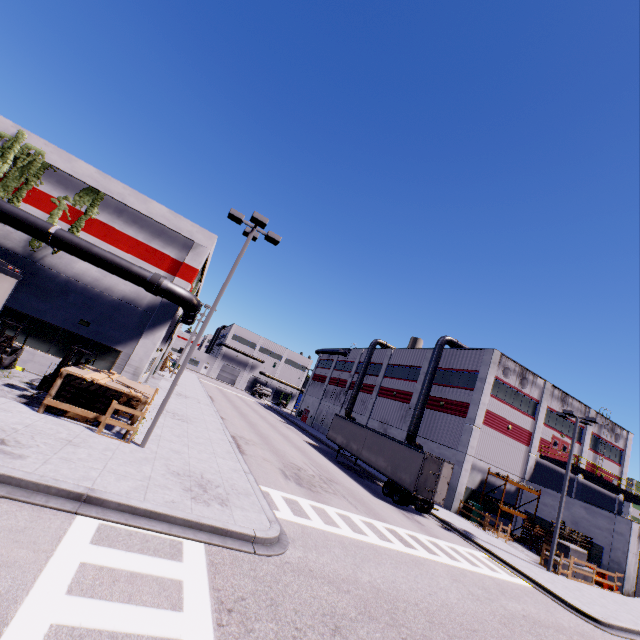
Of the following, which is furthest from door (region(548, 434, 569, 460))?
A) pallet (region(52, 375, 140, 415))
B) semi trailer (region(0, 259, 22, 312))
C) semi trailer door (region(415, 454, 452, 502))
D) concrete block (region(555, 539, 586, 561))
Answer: pallet (region(52, 375, 140, 415))

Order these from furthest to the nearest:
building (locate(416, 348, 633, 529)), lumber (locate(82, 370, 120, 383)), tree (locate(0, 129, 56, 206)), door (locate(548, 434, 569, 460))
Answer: door (locate(548, 434, 569, 460)), building (locate(416, 348, 633, 529)), tree (locate(0, 129, 56, 206)), lumber (locate(82, 370, 120, 383))

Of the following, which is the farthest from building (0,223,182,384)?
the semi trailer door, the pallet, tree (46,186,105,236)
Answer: the pallet

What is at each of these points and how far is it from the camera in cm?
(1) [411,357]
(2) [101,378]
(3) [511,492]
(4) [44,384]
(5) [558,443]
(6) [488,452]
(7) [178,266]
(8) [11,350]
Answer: (1) building, 4078
(2) lumber, 1175
(3) building, 2998
(4) forklift, 1373
(5) door, 3312
(6) building, 2925
(7) building, 1923
(8) forklift, 1442

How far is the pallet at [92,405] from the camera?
11.6 meters

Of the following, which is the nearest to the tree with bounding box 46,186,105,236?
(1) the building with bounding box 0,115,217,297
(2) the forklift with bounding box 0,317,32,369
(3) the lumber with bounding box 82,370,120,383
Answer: (1) the building with bounding box 0,115,217,297

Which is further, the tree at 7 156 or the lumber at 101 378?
the tree at 7 156

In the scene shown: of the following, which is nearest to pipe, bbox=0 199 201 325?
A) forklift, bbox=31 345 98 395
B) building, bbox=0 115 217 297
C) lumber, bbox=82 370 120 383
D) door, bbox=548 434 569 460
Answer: building, bbox=0 115 217 297
